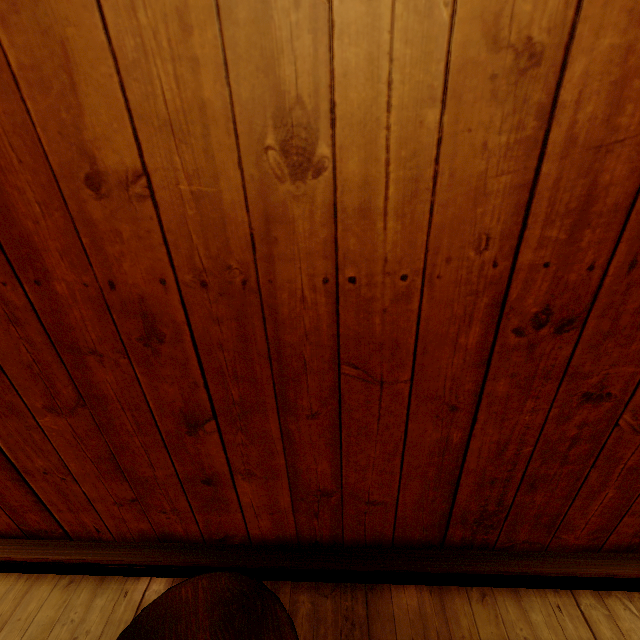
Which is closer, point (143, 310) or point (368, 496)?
point (143, 310)
